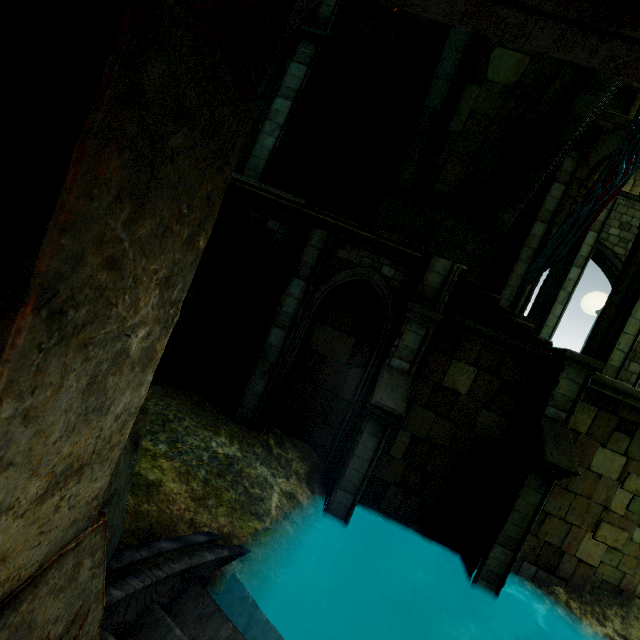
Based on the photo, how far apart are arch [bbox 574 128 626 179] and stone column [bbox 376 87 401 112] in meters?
5.5 m

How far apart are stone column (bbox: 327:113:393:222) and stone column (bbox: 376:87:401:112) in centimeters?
15cm

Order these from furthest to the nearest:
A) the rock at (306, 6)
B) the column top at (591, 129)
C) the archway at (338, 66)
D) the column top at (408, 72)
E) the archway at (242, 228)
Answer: the archway at (338, 66) → the column top at (408, 72) → the column top at (591, 129) → the archway at (242, 228) → the rock at (306, 6)

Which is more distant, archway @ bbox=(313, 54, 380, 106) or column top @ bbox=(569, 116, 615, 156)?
archway @ bbox=(313, 54, 380, 106)

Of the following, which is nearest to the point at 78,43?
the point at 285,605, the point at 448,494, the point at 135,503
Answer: the point at 135,503

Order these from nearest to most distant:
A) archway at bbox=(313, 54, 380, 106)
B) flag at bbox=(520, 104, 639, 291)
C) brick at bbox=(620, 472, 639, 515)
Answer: flag at bbox=(520, 104, 639, 291), brick at bbox=(620, 472, 639, 515), archway at bbox=(313, 54, 380, 106)

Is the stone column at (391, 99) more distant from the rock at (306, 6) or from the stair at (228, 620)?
the stair at (228, 620)

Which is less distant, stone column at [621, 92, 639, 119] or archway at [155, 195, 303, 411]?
archway at [155, 195, 303, 411]
